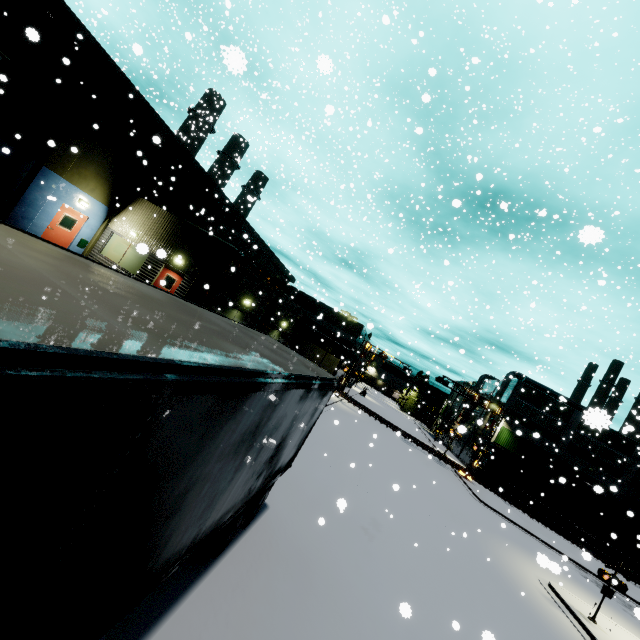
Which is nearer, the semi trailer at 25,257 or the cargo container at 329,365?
the semi trailer at 25,257

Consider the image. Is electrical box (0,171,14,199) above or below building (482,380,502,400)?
below

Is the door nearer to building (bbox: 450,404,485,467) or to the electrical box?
building (bbox: 450,404,485,467)

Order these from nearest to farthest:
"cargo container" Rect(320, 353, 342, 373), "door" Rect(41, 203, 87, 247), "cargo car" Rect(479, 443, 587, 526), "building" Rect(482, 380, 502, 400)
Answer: "door" Rect(41, 203, 87, 247) → "cargo car" Rect(479, 443, 587, 526) → "cargo container" Rect(320, 353, 342, 373) → "building" Rect(482, 380, 502, 400)

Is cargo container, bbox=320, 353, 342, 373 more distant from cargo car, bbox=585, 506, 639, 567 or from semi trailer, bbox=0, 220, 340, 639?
semi trailer, bbox=0, 220, 340, 639

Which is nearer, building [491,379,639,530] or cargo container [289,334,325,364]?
building [491,379,639,530]

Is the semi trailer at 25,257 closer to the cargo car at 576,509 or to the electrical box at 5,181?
the cargo car at 576,509

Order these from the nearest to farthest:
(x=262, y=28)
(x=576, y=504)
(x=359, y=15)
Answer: (x=359, y=15)
(x=262, y=28)
(x=576, y=504)
